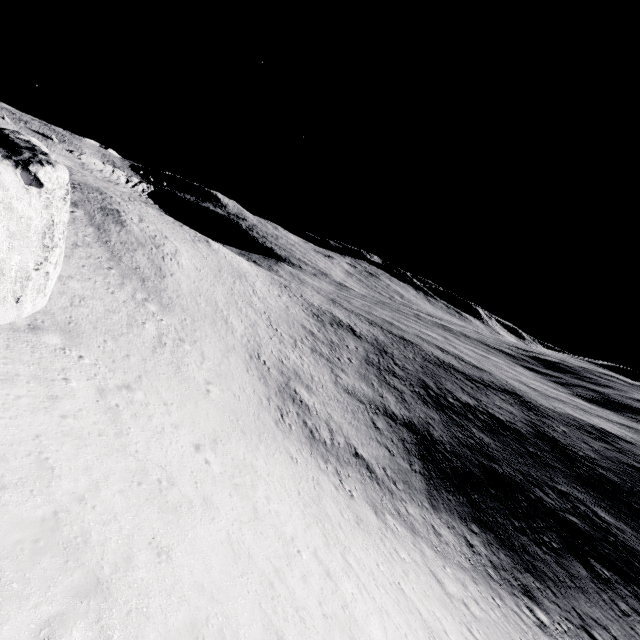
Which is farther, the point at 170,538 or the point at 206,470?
the point at 206,470
